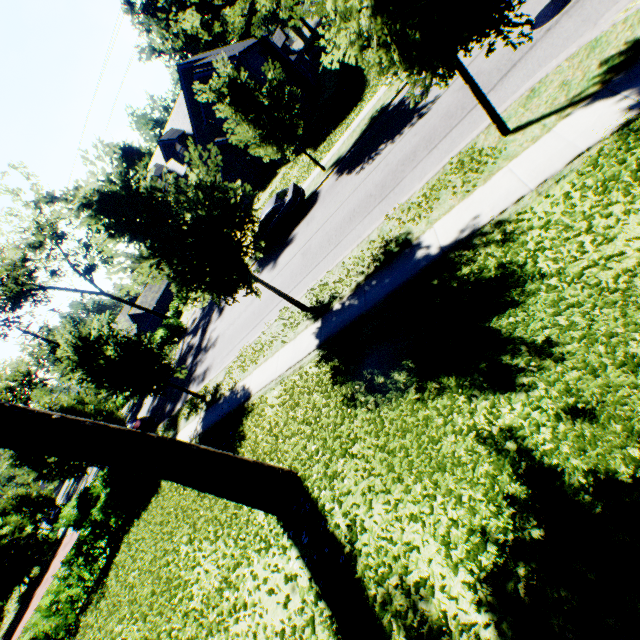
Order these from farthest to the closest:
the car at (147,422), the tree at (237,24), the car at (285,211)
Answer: the car at (147,422) < the car at (285,211) < the tree at (237,24)

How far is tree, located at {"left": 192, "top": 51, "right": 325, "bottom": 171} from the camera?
15.1 meters

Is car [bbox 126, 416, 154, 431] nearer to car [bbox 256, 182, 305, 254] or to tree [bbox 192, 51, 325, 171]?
tree [bbox 192, 51, 325, 171]

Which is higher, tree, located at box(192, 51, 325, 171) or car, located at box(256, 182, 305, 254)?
tree, located at box(192, 51, 325, 171)

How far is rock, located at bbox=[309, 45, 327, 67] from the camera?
51.6 meters

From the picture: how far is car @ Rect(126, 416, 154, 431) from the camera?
21.3 meters

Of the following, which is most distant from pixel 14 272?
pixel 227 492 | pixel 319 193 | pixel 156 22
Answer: pixel 156 22

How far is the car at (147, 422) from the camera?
21.3m
